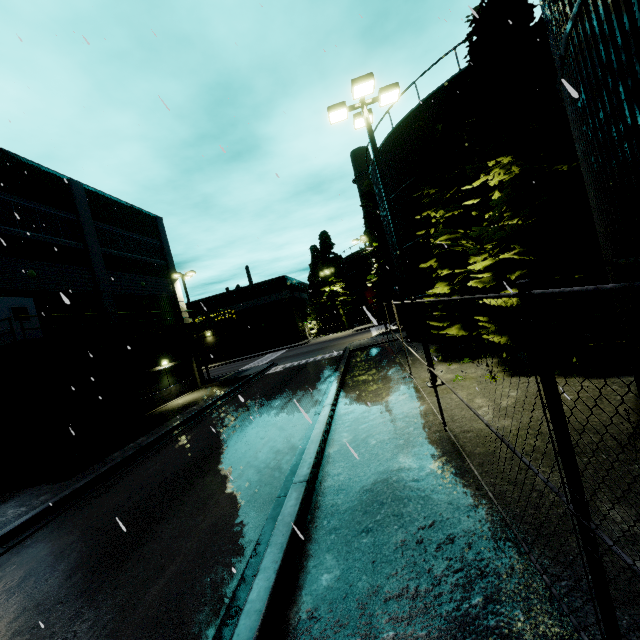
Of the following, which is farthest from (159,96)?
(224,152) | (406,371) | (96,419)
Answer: (96,419)

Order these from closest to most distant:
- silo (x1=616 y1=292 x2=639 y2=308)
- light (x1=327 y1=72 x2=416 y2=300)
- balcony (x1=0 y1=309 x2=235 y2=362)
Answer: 1. silo (x1=616 y1=292 x2=639 y2=308)
2. light (x1=327 y1=72 x2=416 y2=300)
3. balcony (x1=0 y1=309 x2=235 y2=362)

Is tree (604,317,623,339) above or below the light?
below

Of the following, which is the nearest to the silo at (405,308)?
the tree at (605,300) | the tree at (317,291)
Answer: the tree at (605,300)

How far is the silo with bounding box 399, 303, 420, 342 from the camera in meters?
20.8

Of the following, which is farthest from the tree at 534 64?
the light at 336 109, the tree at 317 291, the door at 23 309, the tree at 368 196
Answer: the tree at 317 291

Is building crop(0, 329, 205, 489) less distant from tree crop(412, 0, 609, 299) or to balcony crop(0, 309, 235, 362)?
balcony crop(0, 309, 235, 362)

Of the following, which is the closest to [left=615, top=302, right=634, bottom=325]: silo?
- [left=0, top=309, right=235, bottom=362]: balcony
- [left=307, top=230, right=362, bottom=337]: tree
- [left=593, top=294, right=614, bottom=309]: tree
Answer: [left=593, top=294, right=614, bottom=309]: tree
